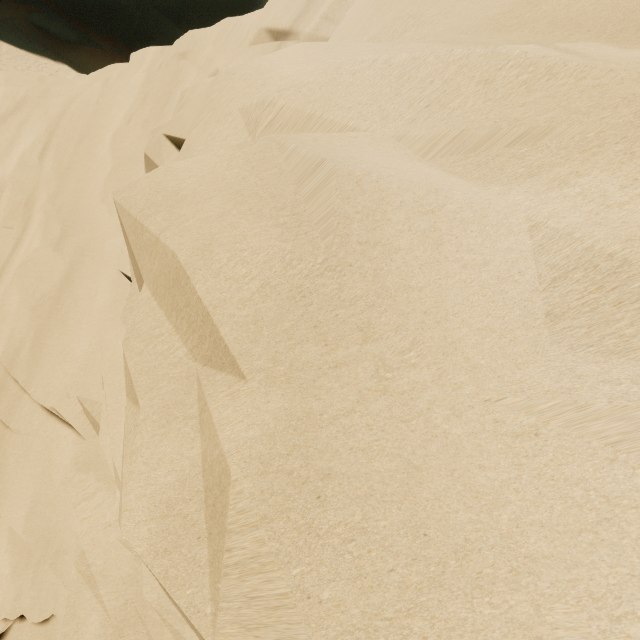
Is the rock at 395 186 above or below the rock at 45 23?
above

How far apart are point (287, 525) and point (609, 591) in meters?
0.9

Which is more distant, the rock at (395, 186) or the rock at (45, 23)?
the rock at (45, 23)

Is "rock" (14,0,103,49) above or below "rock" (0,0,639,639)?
below

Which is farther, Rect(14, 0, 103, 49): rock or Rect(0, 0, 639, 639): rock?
Rect(14, 0, 103, 49): rock
